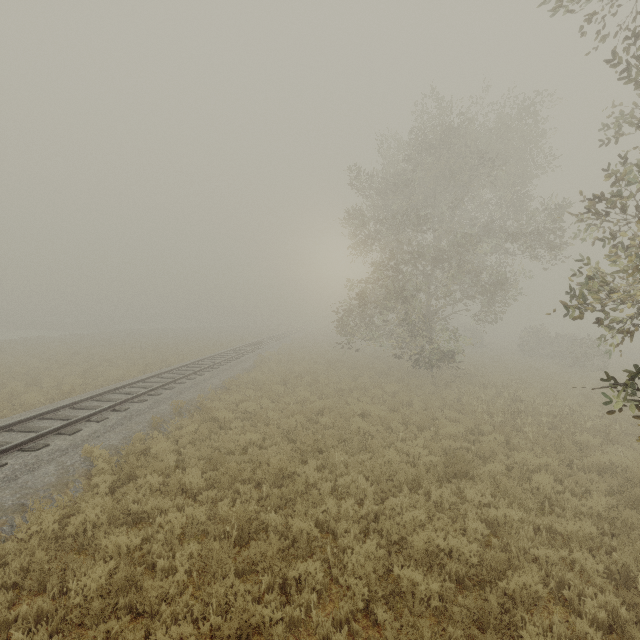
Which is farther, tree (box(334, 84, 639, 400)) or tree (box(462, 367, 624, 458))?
tree (box(462, 367, 624, 458))

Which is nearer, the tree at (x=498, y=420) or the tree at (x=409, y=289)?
the tree at (x=409, y=289)

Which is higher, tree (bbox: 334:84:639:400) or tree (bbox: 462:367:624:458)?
tree (bbox: 334:84:639:400)

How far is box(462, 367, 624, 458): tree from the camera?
10.6 meters

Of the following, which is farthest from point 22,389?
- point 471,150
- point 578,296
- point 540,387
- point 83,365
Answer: point 540,387

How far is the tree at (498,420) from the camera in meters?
10.6
